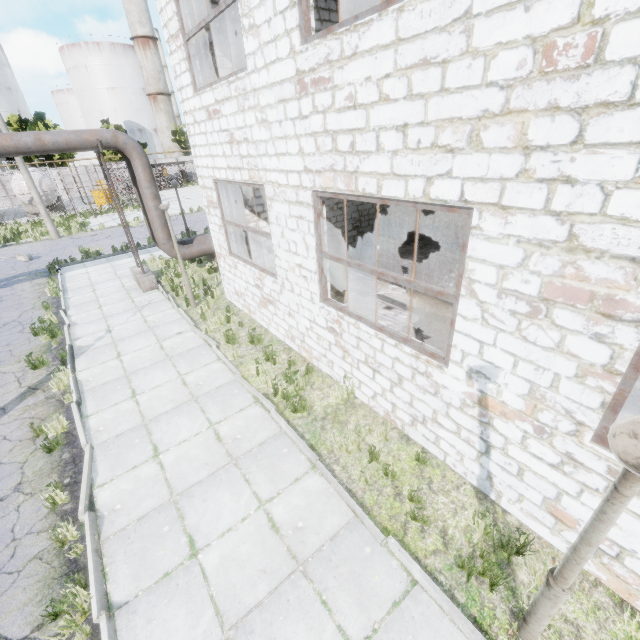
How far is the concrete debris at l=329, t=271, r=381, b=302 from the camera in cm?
972

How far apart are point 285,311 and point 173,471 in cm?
403

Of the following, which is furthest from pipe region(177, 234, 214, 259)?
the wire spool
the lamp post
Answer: the lamp post

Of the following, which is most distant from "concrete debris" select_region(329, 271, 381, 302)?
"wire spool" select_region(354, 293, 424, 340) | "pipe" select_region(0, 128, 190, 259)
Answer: "pipe" select_region(0, 128, 190, 259)

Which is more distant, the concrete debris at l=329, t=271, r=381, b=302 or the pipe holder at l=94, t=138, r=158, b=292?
the pipe holder at l=94, t=138, r=158, b=292

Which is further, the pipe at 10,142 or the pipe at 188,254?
the pipe at 188,254

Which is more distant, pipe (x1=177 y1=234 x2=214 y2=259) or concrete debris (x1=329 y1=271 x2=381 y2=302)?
pipe (x1=177 y1=234 x2=214 y2=259)

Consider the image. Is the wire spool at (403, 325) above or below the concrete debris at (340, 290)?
above
